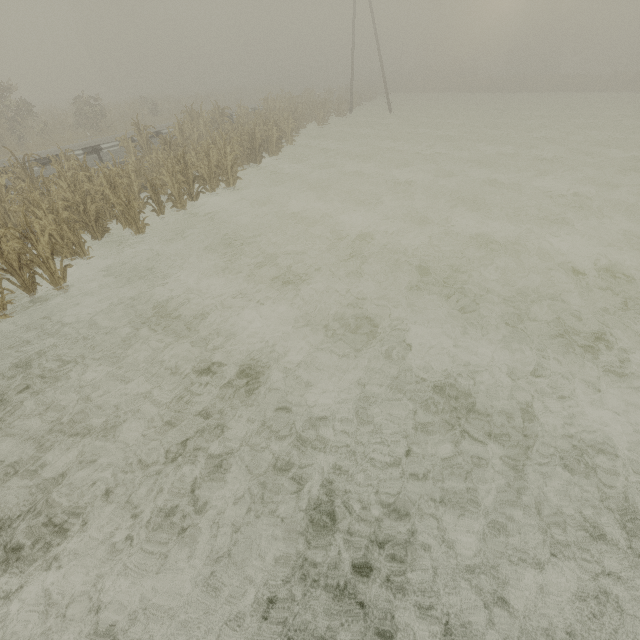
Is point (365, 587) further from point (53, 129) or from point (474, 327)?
point (53, 129)

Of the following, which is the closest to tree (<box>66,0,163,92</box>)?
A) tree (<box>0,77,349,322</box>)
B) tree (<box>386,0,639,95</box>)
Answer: tree (<box>0,77,349,322</box>)

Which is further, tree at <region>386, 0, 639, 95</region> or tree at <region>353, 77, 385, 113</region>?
tree at <region>386, 0, 639, 95</region>

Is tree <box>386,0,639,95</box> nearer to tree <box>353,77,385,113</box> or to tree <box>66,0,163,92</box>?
tree <box>353,77,385,113</box>

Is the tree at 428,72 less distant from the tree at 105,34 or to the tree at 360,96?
the tree at 360,96

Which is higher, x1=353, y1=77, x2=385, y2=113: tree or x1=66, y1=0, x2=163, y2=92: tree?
x1=66, y1=0, x2=163, y2=92: tree

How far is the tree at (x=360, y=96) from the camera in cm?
3528

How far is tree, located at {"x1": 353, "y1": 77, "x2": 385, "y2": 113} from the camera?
35.3m
